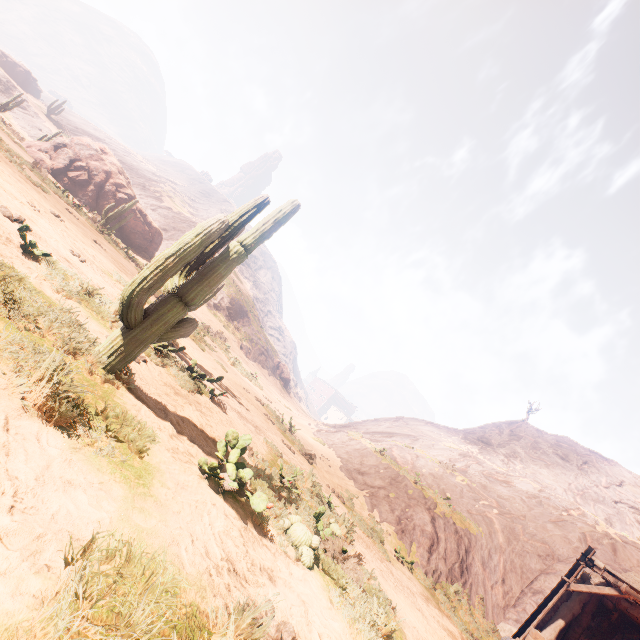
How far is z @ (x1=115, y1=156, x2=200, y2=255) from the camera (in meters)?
47.22

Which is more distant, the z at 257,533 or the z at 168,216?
the z at 168,216

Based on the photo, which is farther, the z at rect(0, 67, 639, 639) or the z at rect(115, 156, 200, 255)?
the z at rect(115, 156, 200, 255)

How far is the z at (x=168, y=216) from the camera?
47.2m

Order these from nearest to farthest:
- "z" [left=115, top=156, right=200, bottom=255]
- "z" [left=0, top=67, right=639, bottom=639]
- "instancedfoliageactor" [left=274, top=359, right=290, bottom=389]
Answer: "z" [left=0, top=67, right=639, bottom=639]
"z" [left=115, top=156, right=200, bottom=255]
"instancedfoliageactor" [left=274, top=359, right=290, bottom=389]

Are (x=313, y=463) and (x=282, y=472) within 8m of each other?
yes

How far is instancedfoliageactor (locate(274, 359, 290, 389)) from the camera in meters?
51.1

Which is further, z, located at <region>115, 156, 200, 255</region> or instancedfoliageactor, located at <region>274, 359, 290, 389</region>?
instancedfoliageactor, located at <region>274, 359, 290, 389</region>
